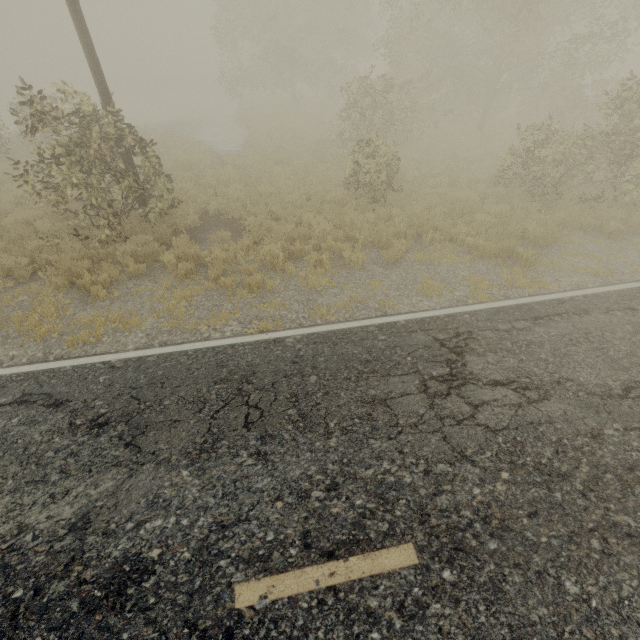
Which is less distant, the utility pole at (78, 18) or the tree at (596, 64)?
the utility pole at (78, 18)

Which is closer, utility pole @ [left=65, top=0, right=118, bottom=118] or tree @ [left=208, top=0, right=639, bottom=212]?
utility pole @ [left=65, top=0, right=118, bottom=118]

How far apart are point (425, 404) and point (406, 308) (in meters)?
2.53
